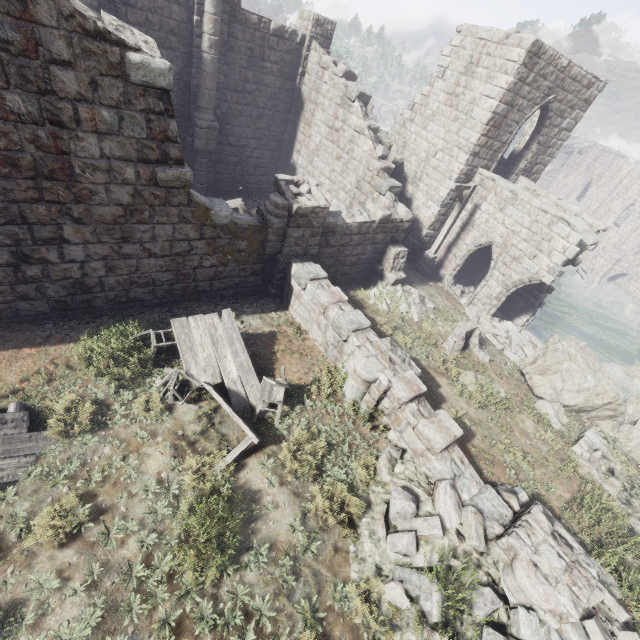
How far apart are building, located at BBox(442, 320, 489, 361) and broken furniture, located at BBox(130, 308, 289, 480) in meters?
6.2

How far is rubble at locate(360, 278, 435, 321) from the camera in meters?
12.7 m

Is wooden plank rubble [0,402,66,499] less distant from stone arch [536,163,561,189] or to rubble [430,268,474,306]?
rubble [430,268,474,306]

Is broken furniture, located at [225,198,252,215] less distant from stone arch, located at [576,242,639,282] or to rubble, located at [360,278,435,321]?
rubble, located at [360,278,435,321]

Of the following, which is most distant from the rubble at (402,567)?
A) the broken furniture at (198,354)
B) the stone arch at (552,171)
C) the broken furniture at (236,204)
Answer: the stone arch at (552,171)

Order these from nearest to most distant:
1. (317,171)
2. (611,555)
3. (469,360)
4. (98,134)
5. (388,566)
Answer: (388,566)
(98,134)
(611,555)
(469,360)
(317,171)

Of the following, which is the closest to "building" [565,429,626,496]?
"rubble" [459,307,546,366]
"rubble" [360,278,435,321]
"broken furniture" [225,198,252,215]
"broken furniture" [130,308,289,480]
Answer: "rubble" [459,307,546,366]

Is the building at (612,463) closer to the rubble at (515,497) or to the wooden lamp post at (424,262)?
the rubble at (515,497)
